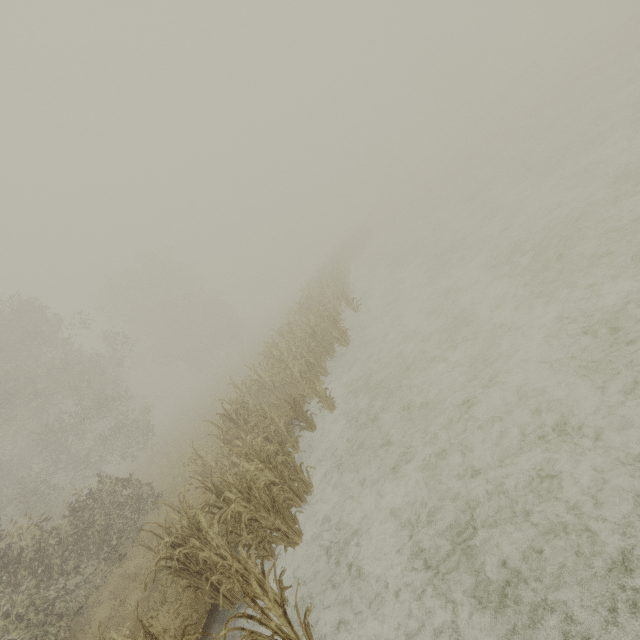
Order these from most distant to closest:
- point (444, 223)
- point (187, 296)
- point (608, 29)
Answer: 1. point (187, 296)
2. point (608, 29)
3. point (444, 223)
